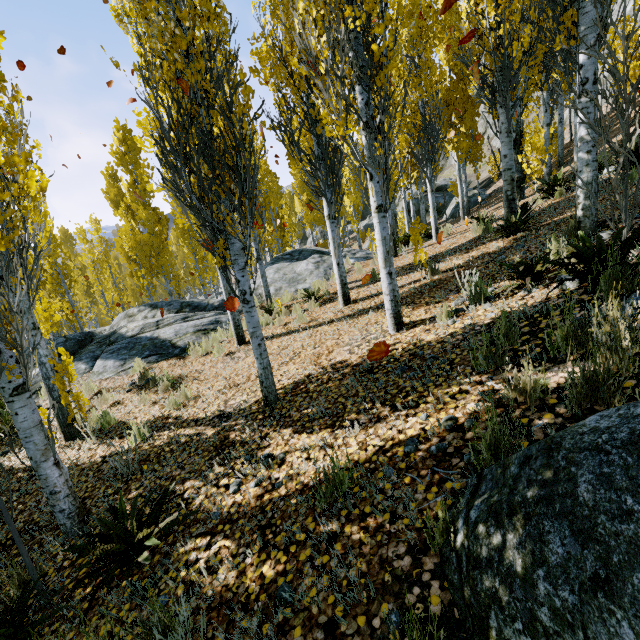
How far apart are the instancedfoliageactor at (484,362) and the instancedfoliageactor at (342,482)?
1.6 meters

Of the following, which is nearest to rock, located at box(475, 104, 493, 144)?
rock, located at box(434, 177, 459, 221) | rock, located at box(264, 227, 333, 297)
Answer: rock, located at box(434, 177, 459, 221)

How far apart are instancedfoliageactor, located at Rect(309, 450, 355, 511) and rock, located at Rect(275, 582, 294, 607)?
0.5m

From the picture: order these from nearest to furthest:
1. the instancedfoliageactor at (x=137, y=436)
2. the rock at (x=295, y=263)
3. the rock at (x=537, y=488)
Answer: the rock at (x=537, y=488) → the instancedfoliageactor at (x=137, y=436) → the rock at (x=295, y=263)

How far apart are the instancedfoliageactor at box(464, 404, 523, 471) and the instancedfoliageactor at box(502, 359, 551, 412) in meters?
0.4

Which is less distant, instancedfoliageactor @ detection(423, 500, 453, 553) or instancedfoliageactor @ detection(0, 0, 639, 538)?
instancedfoliageactor @ detection(423, 500, 453, 553)

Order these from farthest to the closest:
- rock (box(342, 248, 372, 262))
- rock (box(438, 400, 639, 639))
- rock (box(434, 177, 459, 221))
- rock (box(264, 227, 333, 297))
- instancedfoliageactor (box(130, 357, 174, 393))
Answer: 1. rock (box(434, 177, 459, 221))
2. rock (box(342, 248, 372, 262))
3. rock (box(264, 227, 333, 297))
4. instancedfoliageactor (box(130, 357, 174, 393))
5. rock (box(438, 400, 639, 639))

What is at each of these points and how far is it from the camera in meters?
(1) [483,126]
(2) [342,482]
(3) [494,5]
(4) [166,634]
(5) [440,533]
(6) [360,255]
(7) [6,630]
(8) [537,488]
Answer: (1) rock, 36.0 m
(2) instancedfoliageactor, 2.5 m
(3) instancedfoliageactor, 6.7 m
(4) instancedfoliageactor, 2.1 m
(5) instancedfoliageactor, 1.8 m
(6) rock, 14.3 m
(7) instancedfoliageactor, 2.5 m
(8) rock, 1.3 m
